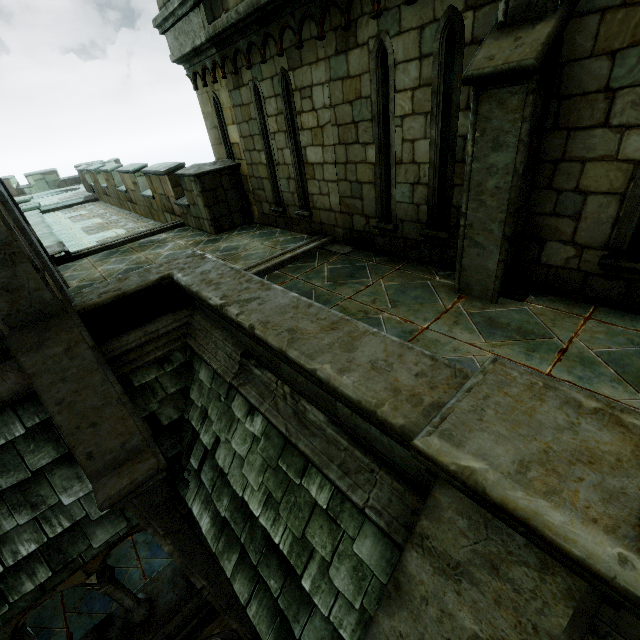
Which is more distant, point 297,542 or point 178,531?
point 178,531

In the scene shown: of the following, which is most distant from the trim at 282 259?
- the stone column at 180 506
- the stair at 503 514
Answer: the stair at 503 514

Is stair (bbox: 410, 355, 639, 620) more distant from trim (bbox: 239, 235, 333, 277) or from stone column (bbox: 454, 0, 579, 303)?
trim (bbox: 239, 235, 333, 277)

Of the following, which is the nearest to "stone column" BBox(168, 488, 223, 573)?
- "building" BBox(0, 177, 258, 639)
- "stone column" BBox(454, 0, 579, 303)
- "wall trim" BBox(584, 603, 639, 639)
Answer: "building" BBox(0, 177, 258, 639)

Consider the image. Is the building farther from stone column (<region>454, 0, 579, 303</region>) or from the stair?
stone column (<region>454, 0, 579, 303</region>)

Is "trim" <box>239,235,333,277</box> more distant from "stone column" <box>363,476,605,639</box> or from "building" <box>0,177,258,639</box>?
"stone column" <box>363,476,605,639</box>

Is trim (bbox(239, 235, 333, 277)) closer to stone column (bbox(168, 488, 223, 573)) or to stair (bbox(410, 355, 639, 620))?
stone column (bbox(168, 488, 223, 573))

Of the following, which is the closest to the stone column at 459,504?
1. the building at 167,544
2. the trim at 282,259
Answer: the building at 167,544
